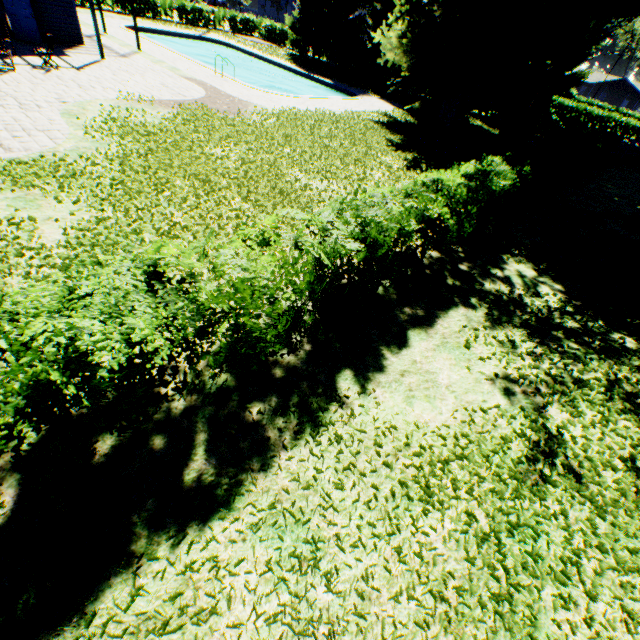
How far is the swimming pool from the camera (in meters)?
23.94

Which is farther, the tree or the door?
the tree

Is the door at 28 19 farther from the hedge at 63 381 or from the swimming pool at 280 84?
the hedge at 63 381

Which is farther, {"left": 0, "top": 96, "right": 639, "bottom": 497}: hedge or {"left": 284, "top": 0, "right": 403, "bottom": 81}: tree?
{"left": 284, "top": 0, "right": 403, "bottom": 81}: tree

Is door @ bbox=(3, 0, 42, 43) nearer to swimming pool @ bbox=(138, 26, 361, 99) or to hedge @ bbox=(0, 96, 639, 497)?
swimming pool @ bbox=(138, 26, 361, 99)

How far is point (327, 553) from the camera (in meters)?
3.03

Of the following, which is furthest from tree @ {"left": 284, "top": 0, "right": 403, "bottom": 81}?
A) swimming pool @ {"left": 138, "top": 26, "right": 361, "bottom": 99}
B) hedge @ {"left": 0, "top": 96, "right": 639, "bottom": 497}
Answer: hedge @ {"left": 0, "top": 96, "right": 639, "bottom": 497}

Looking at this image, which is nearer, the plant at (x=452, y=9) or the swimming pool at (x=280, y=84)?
the plant at (x=452, y=9)
